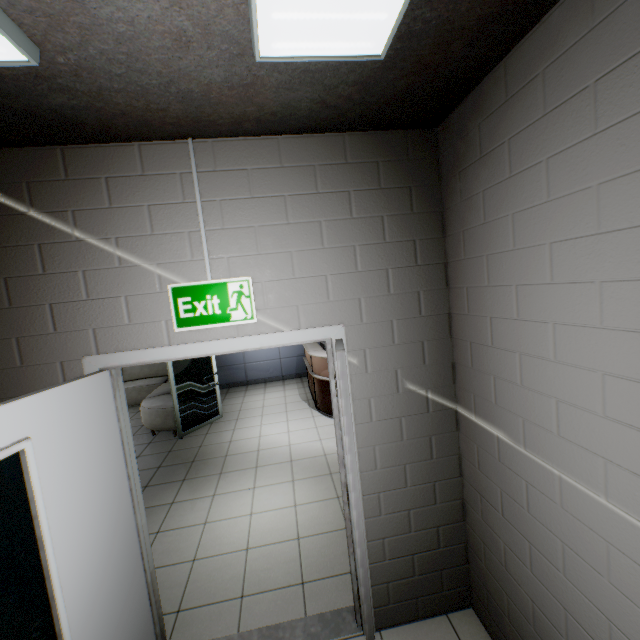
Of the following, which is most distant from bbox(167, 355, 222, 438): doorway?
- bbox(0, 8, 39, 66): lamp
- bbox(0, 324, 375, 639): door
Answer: bbox(0, 8, 39, 66): lamp

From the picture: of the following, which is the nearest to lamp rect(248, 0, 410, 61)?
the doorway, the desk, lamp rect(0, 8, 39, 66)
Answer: lamp rect(0, 8, 39, 66)

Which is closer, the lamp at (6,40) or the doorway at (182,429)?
the lamp at (6,40)

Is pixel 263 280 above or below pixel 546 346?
above

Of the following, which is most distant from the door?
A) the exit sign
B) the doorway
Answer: the doorway

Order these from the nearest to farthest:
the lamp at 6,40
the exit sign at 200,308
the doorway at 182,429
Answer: the lamp at 6,40 < the exit sign at 200,308 < the doorway at 182,429

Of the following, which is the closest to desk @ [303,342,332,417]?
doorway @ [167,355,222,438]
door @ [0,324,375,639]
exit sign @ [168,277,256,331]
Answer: doorway @ [167,355,222,438]

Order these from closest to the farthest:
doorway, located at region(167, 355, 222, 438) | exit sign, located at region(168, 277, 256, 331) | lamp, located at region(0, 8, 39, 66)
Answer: lamp, located at region(0, 8, 39, 66) < exit sign, located at region(168, 277, 256, 331) < doorway, located at region(167, 355, 222, 438)
